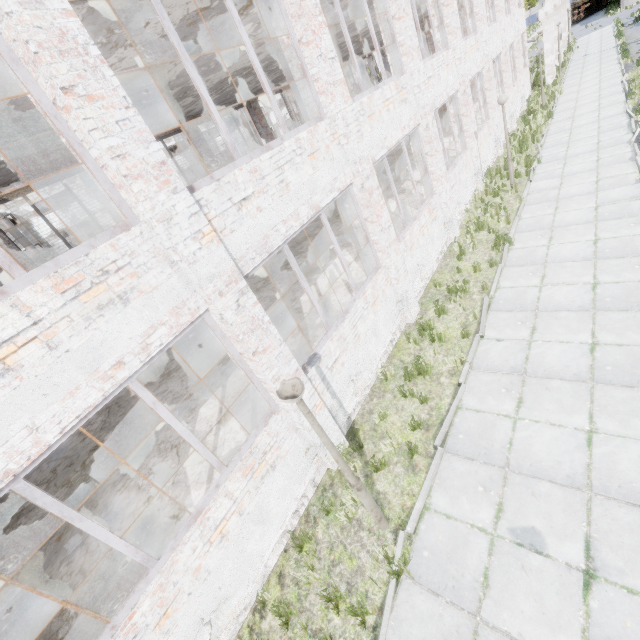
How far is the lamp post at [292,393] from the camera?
3.6m

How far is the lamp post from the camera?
3.62m

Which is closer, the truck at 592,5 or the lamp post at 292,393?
the lamp post at 292,393

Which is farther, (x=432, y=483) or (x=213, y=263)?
(x=432, y=483)

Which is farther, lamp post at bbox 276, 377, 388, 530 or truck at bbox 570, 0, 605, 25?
truck at bbox 570, 0, 605, 25
